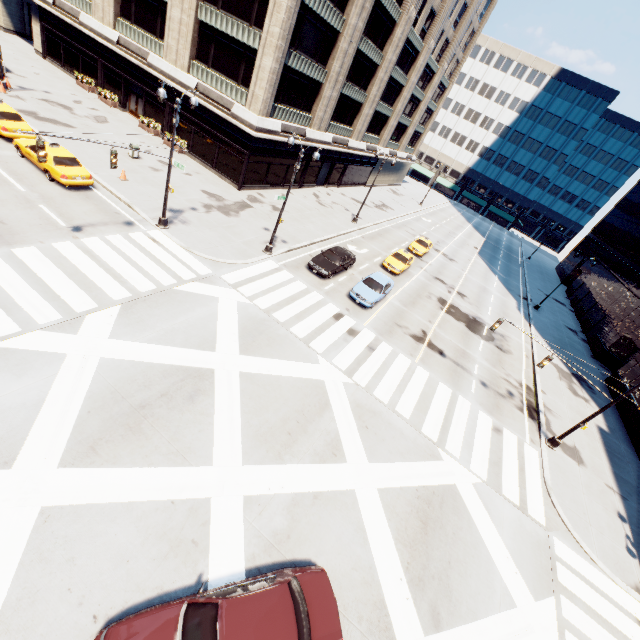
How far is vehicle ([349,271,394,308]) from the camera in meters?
21.6 m

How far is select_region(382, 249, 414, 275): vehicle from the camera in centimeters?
2833cm

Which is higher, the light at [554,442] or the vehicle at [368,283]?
the vehicle at [368,283]

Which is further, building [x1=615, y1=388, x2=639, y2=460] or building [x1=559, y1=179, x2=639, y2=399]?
building [x1=559, y1=179, x2=639, y2=399]

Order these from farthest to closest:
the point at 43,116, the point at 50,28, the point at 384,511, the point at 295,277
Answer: the point at 50,28 → the point at 43,116 → the point at 295,277 → the point at 384,511

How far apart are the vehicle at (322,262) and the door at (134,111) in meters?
24.5 m

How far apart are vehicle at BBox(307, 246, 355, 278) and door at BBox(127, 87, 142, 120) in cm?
2448

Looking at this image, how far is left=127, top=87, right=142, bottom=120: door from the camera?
31.7 meters
